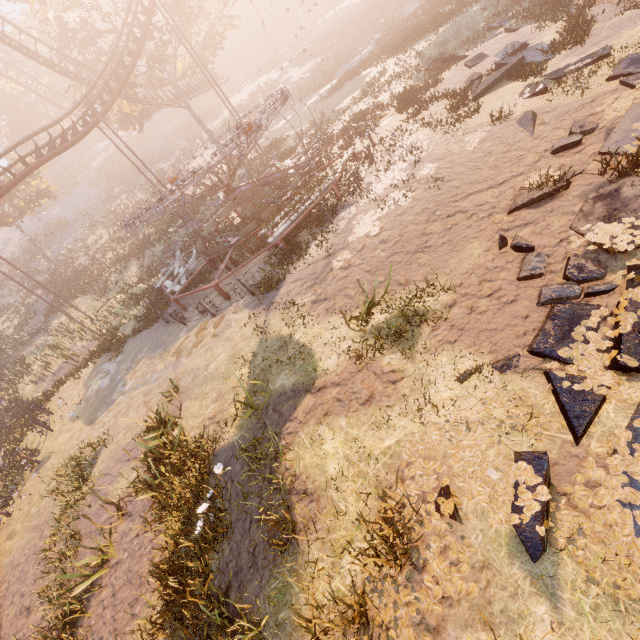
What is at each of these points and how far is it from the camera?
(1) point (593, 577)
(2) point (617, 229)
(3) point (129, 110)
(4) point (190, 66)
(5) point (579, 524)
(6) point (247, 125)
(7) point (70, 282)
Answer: (1) instancedfoliageactor, 3.2m
(2) instancedfoliageactor, 5.5m
(3) tree, 28.5m
(4) tree, 32.5m
(5) instancedfoliageactor, 3.4m
(6) merry-go-round, 11.3m
(7) instancedfoliageactor, 32.2m

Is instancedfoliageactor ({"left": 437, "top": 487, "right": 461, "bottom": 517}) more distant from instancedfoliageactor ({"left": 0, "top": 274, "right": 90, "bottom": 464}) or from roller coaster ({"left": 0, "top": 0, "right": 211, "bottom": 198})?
roller coaster ({"left": 0, "top": 0, "right": 211, "bottom": 198})

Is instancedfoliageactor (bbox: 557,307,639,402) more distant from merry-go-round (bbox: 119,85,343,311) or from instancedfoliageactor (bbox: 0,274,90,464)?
instancedfoliageactor (bbox: 0,274,90,464)

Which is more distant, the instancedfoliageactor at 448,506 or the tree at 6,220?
the tree at 6,220

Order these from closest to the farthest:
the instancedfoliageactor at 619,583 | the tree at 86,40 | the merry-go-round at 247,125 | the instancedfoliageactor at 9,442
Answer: the instancedfoliageactor at 619,583, the merry-go-round at 247,125, the instancedfoliageactor at 9,442, the tree at 86,40

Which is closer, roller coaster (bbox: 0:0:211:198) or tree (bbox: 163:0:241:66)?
roller coaster (bbox: 0:0:211:198)

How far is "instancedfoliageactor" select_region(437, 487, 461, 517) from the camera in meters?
4.0
